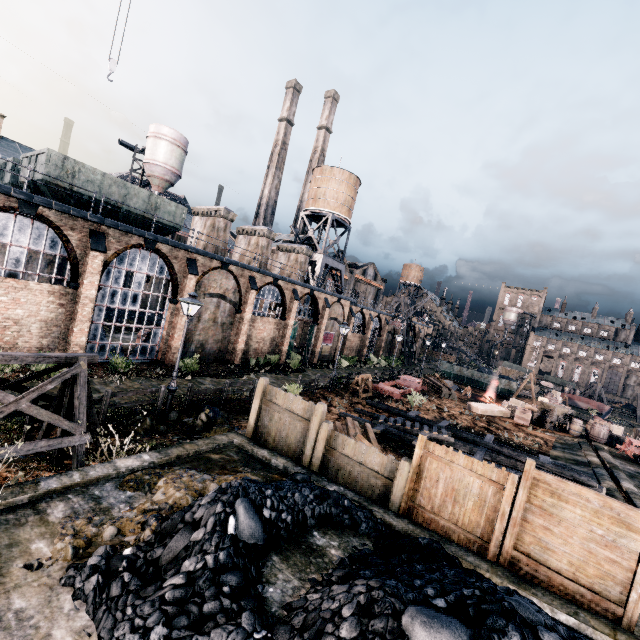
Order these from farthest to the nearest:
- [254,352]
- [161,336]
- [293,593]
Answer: [254,352] < [161,336] < [293,593]

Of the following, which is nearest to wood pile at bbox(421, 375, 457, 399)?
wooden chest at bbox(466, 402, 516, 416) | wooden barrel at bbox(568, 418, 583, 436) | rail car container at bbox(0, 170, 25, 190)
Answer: wooden chest at bbox(466, 402, 516, 416)

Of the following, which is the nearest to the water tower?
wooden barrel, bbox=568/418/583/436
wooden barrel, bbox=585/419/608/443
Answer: wooden barrel, bbox=568/418/583/436

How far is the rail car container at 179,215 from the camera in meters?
17.0 m

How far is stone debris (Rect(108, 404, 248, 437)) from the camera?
12.7m

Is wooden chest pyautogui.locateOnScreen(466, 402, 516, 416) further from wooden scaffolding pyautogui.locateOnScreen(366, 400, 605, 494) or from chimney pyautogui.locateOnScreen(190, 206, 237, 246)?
chimney pyautogui.locateOnScreen(190, 206, 237, 246)

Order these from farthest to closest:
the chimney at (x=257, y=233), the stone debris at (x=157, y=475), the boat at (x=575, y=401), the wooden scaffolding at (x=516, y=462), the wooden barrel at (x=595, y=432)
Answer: the boat at (x=575, y=401) < the chimney at (x=257, y=233) < the wooden barrel at (x=595, y=432) < the wooden scaffolding at (x=516, y=462) < the stone debris at (x=157, y=475)

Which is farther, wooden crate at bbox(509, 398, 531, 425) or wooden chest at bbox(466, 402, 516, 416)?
wooden chest at bbox(466, 402, 516, 416)
